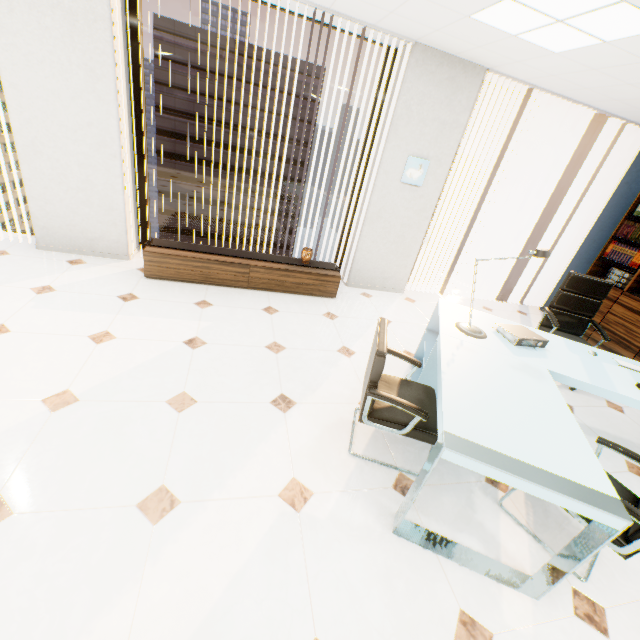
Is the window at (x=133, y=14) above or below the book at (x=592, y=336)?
above

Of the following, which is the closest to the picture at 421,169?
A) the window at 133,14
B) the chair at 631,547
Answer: the window at 133,14

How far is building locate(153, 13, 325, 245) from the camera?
46.2m

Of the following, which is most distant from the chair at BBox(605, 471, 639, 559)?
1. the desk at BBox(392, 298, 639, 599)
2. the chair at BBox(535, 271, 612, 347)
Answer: the chair at BBox(535, 271, 612, 347)

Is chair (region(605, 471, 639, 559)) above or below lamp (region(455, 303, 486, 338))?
below

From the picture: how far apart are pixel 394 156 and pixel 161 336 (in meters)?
3.52

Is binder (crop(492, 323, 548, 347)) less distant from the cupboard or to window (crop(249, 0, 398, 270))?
the cupboard

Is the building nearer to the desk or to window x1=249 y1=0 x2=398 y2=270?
window x1=249 y1=0 x2=398 y2=270
